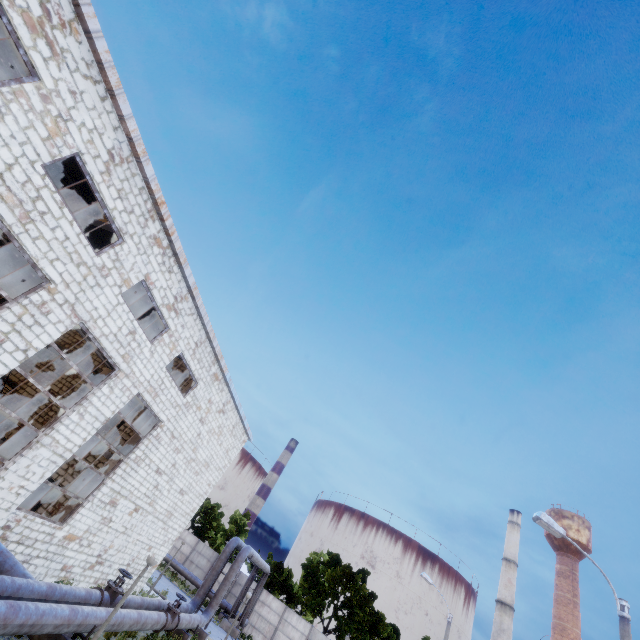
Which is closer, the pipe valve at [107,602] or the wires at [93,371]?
the pipe valve at [107,602]

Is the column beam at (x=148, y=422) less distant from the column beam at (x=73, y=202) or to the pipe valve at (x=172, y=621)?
the pipe valve at (x=172, y=621)

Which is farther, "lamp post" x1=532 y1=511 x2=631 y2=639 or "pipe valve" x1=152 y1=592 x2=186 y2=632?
"pipe valve" x1=152 y1=592 x2=186 y2=632

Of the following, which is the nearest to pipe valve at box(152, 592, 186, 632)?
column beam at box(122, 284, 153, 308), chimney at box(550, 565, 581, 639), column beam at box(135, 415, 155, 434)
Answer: column beam at box(135, 415, 155, 434)

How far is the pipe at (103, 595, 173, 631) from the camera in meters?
10.8

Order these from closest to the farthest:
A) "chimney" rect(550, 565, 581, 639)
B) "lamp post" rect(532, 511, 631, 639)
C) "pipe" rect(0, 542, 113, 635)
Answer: "pipe" rect(0, 542, 113, 635)
"lamp post" rect(532, 511, 631, 639)
"chimney" rect(550, 565, 581, 639)

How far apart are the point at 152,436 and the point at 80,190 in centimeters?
1152cm

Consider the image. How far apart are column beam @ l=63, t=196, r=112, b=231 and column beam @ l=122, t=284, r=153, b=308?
4.01m
